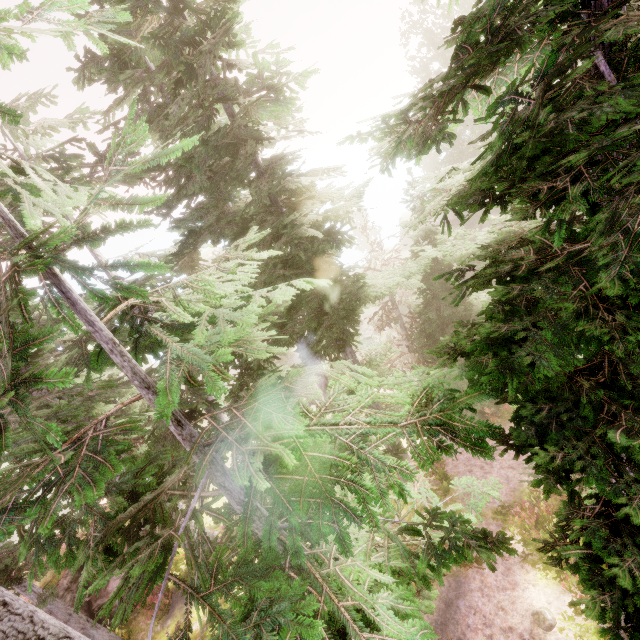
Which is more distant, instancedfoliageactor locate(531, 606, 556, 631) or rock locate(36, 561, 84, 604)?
rock locate(36, 561, 84, 604)

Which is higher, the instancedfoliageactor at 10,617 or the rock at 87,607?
the instancedfoliageactor at 10,617

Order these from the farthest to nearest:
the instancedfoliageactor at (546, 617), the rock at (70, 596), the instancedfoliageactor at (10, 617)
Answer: the rock at (70, 596), the instancedfoliageactor at (546, 617), the instancedfoliageactor at (10, 617)

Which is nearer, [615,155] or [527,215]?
[527,215]

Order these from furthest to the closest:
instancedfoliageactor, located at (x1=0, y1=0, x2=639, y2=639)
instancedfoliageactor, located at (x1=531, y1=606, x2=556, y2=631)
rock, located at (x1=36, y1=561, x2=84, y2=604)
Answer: rock, located at (x1=36, y1=561, x2=84, y2=604)
instancedfoliageactor, located at (x1=531, y1=606, x2=556, y2=631)
instancedfoliageactor, located at (x1=0, y1=0, x2=639, y2=639)

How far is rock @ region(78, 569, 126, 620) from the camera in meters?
14.5 m

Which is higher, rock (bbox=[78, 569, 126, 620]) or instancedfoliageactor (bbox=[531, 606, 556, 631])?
rock (bbox=[78, 569, 126, 620])
